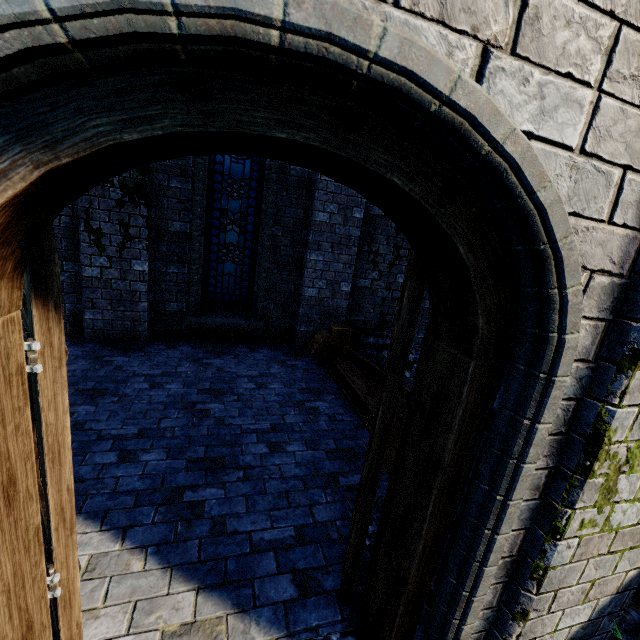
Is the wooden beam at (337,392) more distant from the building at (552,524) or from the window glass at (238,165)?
the window glass at (238,165)

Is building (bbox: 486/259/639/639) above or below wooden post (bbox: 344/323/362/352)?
above

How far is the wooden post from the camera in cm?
690

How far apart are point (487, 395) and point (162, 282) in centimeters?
598cm

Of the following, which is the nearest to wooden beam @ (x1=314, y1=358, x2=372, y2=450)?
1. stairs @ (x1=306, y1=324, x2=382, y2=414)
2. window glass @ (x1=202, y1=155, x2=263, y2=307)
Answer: stairs @ (x1=306, y1=324, x2=382, y2=414)

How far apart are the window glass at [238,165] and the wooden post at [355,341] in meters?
2.1

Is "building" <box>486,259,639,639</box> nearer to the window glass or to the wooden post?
the wooden post

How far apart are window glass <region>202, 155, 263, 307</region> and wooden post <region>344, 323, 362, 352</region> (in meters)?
2.09
